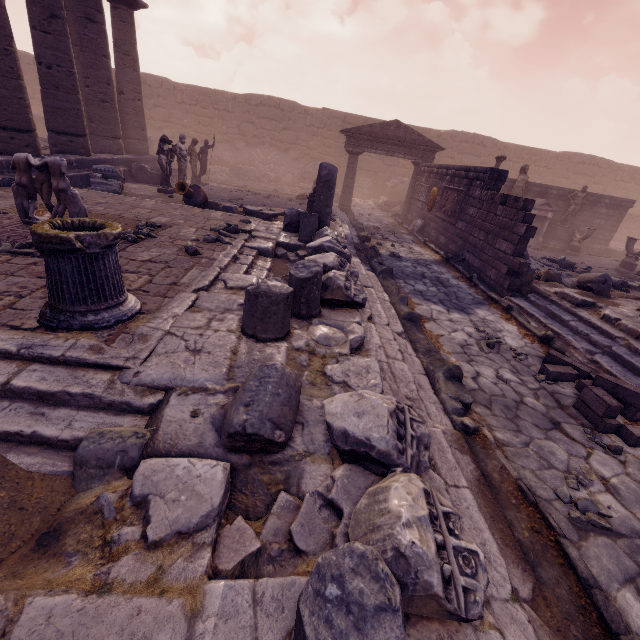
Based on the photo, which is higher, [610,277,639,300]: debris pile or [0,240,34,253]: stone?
[0,240,34,253]: stone

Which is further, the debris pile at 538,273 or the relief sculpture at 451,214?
the relief sculpture at 451,214

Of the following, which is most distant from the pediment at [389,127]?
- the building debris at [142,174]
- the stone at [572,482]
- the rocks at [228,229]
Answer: the stone at [572,482]

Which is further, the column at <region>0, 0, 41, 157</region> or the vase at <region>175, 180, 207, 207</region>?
the vase at <region>175, 180, 207, 207</region>

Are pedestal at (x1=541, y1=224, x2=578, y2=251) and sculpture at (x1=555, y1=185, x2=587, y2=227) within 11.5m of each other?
yes

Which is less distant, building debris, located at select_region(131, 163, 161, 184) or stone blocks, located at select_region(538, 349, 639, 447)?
stone blocks, located at select_region(538, 349, 639, 447)

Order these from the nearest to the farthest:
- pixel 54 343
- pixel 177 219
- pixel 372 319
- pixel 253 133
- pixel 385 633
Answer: pixel 385 633 < pixel 54 343 < pixel 372 319 < pixel 177 219 < pixel 253 133

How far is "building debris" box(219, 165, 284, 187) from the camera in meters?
19.9
